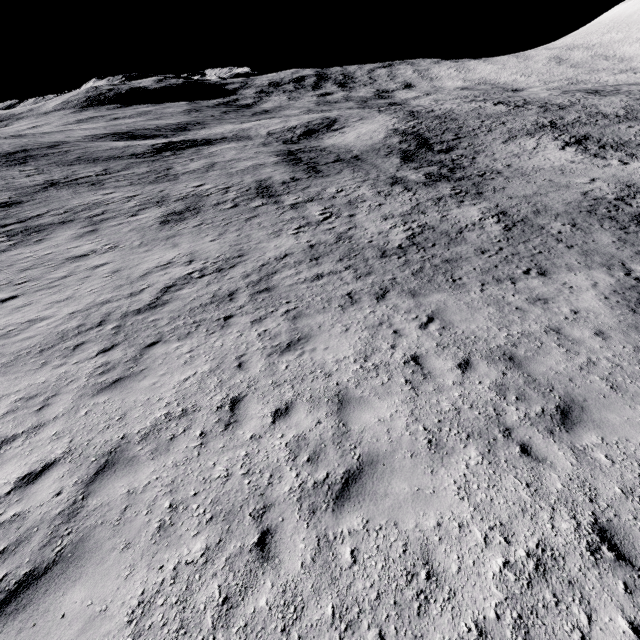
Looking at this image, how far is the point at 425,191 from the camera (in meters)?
24.88
